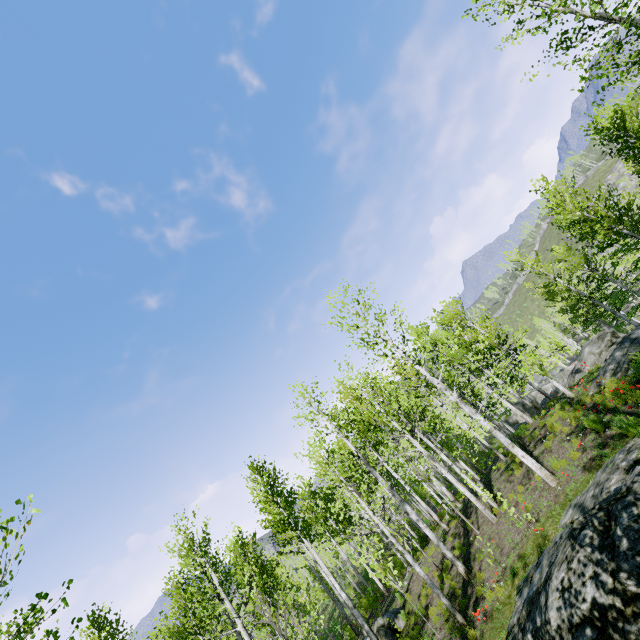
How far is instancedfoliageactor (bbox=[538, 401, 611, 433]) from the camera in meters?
8.3 m

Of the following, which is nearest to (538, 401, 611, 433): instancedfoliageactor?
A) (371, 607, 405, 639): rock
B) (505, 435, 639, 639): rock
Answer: (505, 435, 639, 639): rock

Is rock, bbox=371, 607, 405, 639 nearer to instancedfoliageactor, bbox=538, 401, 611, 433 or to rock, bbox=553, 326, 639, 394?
instancedfoliageactor, bbox=538, 401, 611, 433

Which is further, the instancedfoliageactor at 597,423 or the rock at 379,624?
the rock at 379,624

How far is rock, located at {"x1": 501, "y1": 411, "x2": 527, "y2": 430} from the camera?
38.7m

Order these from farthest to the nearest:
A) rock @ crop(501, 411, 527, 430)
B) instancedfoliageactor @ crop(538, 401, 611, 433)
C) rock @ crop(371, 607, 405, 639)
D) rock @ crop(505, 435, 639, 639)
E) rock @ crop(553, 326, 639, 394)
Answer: rock @ crop(501, 411, 527, 430), rock @ crop(371, 607, 405, 639), rock @ crop(553, 326, 639, 394), instancedfoliageactor @ crop(538, 401, 611, 433), rock @ crop(505, 435, 639, 639)

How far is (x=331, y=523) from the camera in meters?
21.6

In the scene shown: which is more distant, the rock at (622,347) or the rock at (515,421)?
the rock at (515,421)
